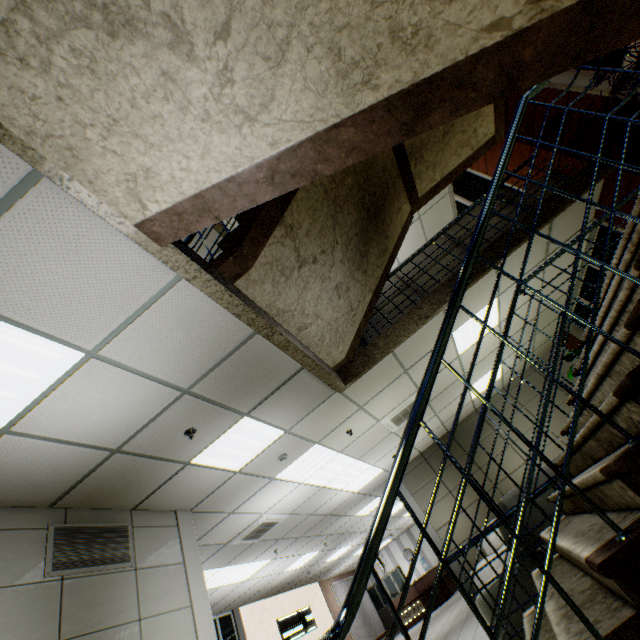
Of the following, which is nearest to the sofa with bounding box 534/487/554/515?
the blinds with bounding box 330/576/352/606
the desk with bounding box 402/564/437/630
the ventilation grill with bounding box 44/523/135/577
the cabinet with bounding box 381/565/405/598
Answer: the ventilation grill with bounding box 44/523/135/577

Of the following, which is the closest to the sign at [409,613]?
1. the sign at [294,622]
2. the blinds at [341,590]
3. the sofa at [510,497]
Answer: the blinds at [341,590]

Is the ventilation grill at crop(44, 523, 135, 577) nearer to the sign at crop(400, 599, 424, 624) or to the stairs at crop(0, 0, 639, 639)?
the stairs at crop(0, 0, 639, 639)

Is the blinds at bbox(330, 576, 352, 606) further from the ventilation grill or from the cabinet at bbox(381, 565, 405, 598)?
the ventilation grill

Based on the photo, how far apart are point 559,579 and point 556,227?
4.67m

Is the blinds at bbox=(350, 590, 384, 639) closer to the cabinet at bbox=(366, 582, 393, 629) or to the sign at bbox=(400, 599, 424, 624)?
the cabinet at bbox=(366, 582, 393, 629)

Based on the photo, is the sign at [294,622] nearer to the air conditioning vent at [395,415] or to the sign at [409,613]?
the sign at [409,613]

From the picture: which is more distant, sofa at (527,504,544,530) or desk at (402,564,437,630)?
desk at (402,564,437,630)
